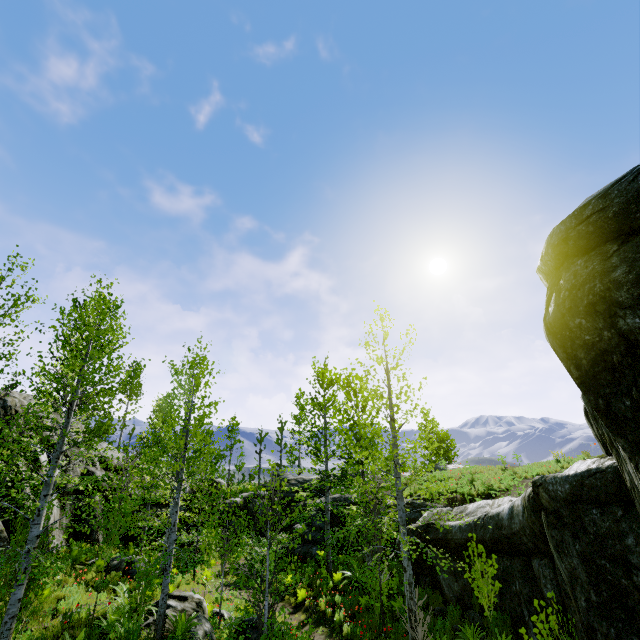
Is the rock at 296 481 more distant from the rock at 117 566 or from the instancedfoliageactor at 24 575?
the rock at 117 566

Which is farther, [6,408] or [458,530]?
[6,408]

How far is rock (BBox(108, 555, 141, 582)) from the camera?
13.30m

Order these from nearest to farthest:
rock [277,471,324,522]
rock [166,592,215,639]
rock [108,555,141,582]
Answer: rock [166,592,215,639] < rock [108,555,141,582] < rock [277,471,324,522]

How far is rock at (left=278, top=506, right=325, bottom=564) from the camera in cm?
1778

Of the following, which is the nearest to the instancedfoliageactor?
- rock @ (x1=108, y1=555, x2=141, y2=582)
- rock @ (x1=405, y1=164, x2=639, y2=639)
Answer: rock @ (x1=405, y1=164, x2=639, y2=639)

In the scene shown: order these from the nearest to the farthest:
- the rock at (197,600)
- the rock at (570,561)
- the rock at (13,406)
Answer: the rock at (570,561) → the rock at (197,600) → the rock at (13,406)

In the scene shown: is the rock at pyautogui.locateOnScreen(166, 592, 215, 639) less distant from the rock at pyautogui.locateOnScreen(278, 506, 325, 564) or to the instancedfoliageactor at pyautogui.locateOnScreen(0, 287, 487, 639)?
the instancedfoliageactor at pyautogui.locateOnScreen(0, 287, 487, 639)
